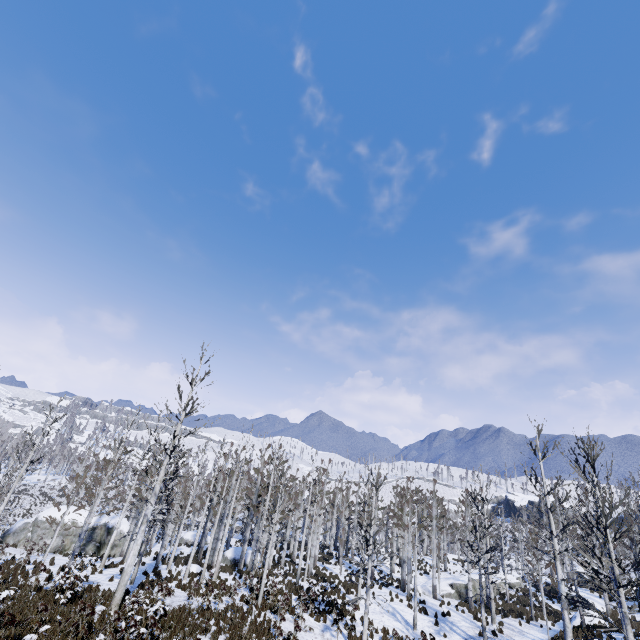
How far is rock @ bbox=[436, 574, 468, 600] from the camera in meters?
31.5

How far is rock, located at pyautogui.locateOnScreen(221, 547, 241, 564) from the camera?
30.0 meters

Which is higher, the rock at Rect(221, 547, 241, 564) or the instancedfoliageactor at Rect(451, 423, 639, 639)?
the instancedfoliageactor at Rect(451, 423, 639, 639)

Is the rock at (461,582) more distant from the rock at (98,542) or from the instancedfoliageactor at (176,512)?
the rock at (98,542)

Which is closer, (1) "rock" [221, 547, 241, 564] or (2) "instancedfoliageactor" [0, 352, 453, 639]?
(2) "instancedfoliageactor" [0, 352, 453, 639]

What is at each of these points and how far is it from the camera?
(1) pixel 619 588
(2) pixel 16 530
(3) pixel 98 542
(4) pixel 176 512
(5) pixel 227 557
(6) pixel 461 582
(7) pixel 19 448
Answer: (1) instancedfoliageactor, 10.2m
(2) rock, 28.3m
(3) rock, 29.2m
(4) instancedfoliageactor, 25.9m
(5) rock, 30.5m
(6) rock, 32.2m
(7) instancedfoliageactor, 26.6m

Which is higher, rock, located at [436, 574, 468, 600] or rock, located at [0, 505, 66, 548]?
rock, located at [436, 574, 468, 600]

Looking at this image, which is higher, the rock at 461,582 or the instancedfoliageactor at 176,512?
the instancedfoliageactor at 176,512
